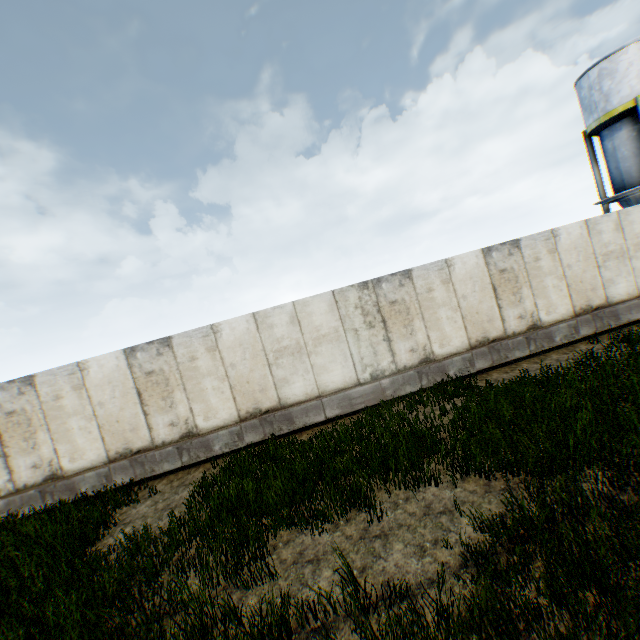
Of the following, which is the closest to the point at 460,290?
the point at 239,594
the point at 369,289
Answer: the point at 369,289
